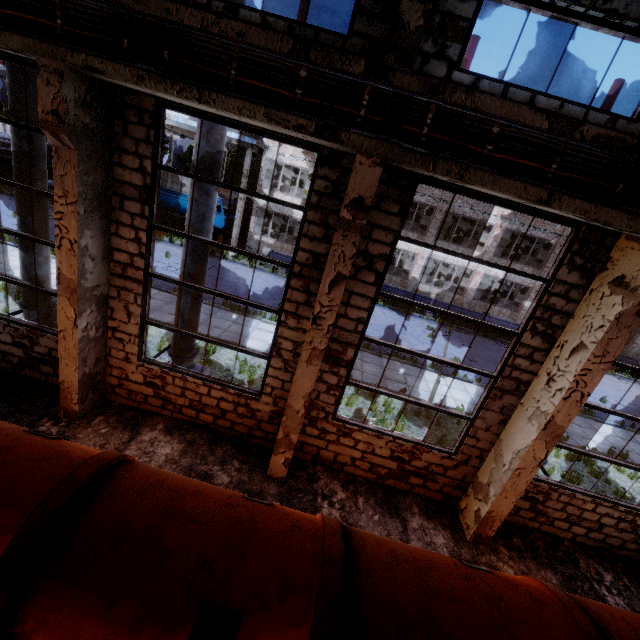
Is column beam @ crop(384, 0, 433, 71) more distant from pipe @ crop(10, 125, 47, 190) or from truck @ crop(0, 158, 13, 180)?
truck @ crop(0, 158, 13, 180)

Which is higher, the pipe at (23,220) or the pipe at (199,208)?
the pipe at (199,208)

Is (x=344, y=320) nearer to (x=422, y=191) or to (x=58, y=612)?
(x=58, y=612)

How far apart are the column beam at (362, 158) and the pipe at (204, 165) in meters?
2.9 m

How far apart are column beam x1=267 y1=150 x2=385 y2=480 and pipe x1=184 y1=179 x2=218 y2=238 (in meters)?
2.92

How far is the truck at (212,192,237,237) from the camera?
26.11m

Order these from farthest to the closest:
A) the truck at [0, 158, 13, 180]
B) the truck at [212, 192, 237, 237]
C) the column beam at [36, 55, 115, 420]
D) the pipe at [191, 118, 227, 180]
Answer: the truck at [0, 158, 13, 180]
the truck at [212, 192, 237, 237]
the pipe at [191, 118, 227, 180]
the column beam at [36, 55, 115, 420]

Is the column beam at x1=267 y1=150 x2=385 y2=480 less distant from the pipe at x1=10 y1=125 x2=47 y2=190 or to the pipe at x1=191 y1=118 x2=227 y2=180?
the pipe at x1=191 y1=118 x2=227 y2=180
